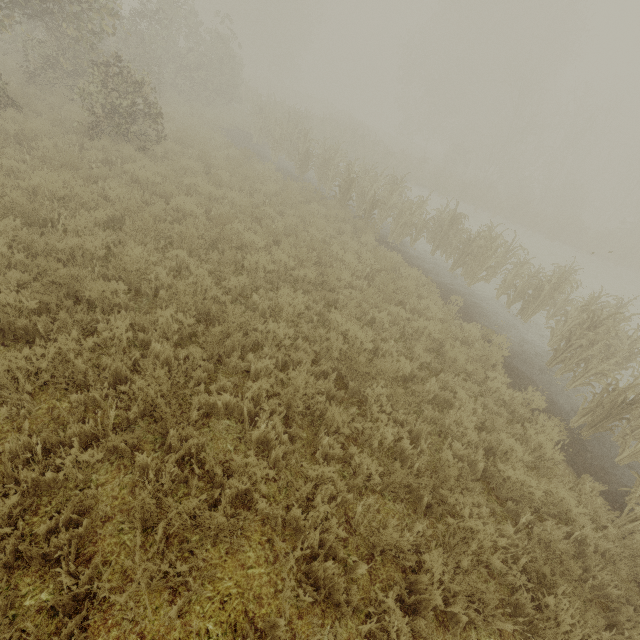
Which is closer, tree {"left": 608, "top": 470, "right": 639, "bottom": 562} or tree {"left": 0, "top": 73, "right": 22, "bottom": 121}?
tree {"left": 608, "top": 470, "right": 639, "bottom": 562}

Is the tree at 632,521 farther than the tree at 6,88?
No

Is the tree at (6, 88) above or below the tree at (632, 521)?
above

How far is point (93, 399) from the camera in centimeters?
384cm

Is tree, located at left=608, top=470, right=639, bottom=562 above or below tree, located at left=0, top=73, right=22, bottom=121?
below
